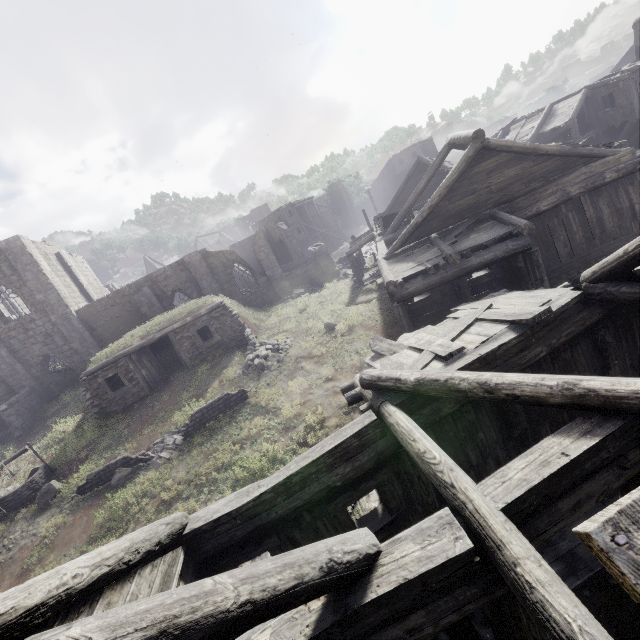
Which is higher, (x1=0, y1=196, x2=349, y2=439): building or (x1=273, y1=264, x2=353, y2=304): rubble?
(x1=0, y1=196, x2=349, y2=439): building

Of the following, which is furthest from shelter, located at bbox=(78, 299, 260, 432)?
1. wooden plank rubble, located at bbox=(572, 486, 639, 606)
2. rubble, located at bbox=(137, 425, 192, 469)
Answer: wooden plank rubble, located at bbox=(572, 486, 639, 606)

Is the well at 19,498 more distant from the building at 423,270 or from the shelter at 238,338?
the building at 423,270

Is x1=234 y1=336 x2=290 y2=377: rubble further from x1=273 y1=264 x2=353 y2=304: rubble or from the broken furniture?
x1=273 y1=264 x2=353 y2=304: rubble

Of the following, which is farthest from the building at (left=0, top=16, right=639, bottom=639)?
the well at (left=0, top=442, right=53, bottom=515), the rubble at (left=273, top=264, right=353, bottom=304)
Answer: the well at (left=0, top=442, right=53, bottom=515)

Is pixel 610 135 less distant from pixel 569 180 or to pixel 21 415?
pixel 569 180

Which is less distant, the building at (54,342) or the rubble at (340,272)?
the building at (54,342)

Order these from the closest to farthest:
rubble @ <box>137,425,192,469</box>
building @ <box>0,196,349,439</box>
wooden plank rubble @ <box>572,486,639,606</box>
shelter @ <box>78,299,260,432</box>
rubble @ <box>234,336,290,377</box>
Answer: wooden plank rubble @ <box>572,486,639,606</box> → rubble @ <box>137,425,192,469</box> → rubble @ <box>234,336,290,377</box> → shelter @ <box>78,299,260,432</box> → building @ <box>0,196,349,439</box>
